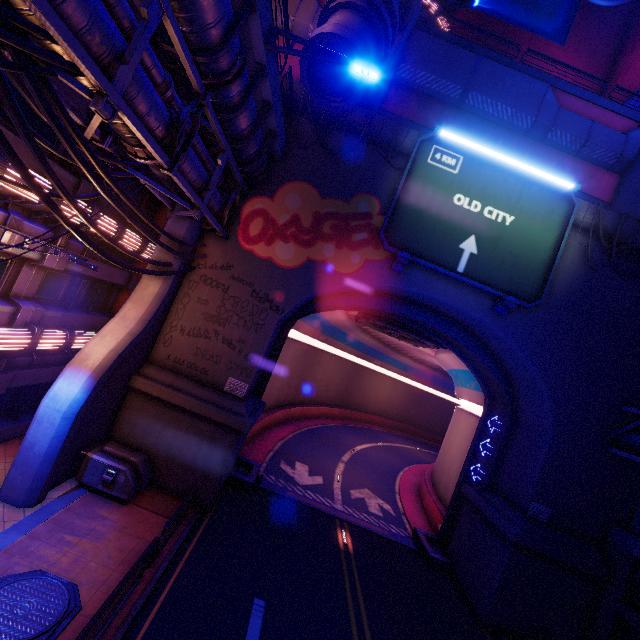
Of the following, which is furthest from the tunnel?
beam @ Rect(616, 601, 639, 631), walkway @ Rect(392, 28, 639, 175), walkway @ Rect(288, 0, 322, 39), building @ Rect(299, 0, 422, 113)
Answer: walkway @ Rect(288, 0, 322, 39)

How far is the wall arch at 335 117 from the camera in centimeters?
1449cm

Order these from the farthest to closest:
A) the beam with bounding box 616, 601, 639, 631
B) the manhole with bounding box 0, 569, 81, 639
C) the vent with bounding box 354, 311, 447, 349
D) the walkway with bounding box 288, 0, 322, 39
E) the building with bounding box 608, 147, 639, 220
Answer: the vent with bounding box 354, 311, 447, 349 < the walkway with bounding box 288, 0, 322, 39 < the building with bounding box 608, 147, 639, 220 < the beam with bounding box 616, 601, 639, 631 < the manhole with bounding box 0, 569, 81, 639

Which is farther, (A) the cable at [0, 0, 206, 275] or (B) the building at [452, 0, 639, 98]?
(B) the building at [452, 0, 639, 98]

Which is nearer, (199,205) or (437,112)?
(199,205)

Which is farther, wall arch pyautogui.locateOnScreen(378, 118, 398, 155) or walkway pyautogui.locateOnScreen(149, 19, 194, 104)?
wall arch pyautogui.locateOnScreen(378, 118, 398, 155)

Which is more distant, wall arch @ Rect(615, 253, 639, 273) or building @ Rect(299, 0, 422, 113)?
wall arch @ Rect(615, 253, 639, 273)
